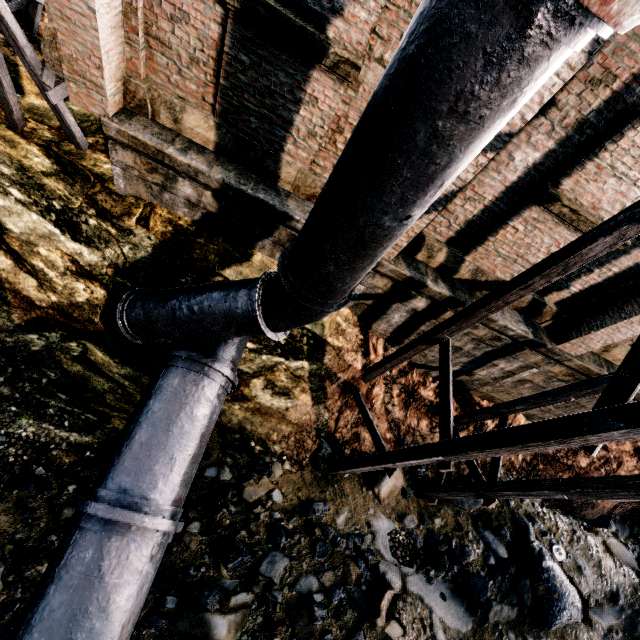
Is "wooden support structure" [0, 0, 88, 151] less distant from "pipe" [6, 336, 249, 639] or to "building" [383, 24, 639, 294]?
"building" [383, 24, 639, 294]

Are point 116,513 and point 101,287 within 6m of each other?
yes

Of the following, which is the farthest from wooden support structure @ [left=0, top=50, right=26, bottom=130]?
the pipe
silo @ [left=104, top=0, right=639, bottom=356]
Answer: the pipe

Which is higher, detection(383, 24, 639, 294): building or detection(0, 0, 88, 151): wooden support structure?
detection(383, 24, 639, 294): building

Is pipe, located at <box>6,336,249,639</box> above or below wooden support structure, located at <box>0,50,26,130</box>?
below

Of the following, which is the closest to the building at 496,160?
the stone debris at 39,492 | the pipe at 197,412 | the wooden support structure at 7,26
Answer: the wooden support structure at 7,26

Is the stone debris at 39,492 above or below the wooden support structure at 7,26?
below

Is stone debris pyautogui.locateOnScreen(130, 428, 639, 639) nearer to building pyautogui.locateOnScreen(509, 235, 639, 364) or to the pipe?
the pipe
